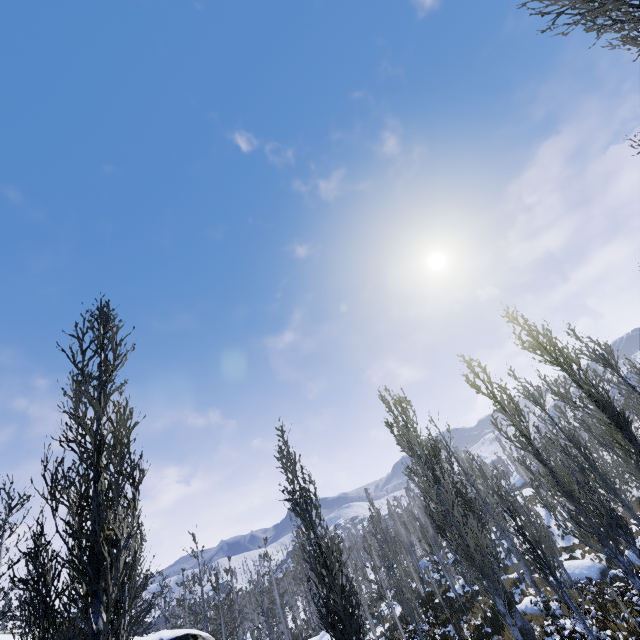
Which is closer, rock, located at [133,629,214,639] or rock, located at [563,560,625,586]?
rock, located at [133,629,214,639]

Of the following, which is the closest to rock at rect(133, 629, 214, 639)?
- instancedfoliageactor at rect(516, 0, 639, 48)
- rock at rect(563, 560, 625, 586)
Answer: instancedfoliageactor at rect(516, 0, 639, 48)

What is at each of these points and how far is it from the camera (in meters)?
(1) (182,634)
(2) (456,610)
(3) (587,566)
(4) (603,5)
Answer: (1) rock, 9.68
(2) instancedfoliageactor, 23.30
(3) rock, 21.75
(4) instancedfoliageactor, 4.14

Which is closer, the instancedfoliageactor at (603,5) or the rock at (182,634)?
the instancedfoliageactor at (603,5)

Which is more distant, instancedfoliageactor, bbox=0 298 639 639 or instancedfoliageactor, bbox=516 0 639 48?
instancedfoliageactor, bbox=0 298 639 639

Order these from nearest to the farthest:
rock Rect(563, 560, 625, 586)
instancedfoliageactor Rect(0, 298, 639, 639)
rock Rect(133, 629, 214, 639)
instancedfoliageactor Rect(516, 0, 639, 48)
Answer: instancedfoliageactor Rect(516, 0, 639, 48)
instancedfoliageactor Rect(0, 298, 639, 639)
rock Rect(133, 629, 214, 639)
rock Rect(563, 560, 625, 586)

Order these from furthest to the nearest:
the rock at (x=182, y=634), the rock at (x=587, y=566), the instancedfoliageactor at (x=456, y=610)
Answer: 1. the rock at (x=587, y=566)
2. the rock at (x=182, y=634)
3. the instancedfoliageactor at (x=456, y=610)
